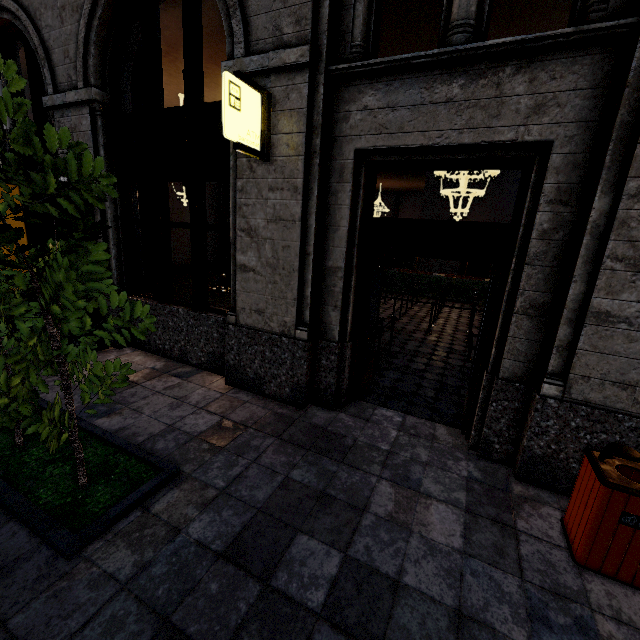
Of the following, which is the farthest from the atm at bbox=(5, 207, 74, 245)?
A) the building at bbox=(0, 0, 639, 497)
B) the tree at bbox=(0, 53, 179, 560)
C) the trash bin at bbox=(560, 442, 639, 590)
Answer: the trash bin at bbox=(560, 442, 639, 590)

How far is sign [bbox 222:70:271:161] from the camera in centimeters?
320cm

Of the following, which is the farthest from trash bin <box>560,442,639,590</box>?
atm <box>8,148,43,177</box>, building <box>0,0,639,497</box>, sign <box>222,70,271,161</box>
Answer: atm <box>8,148,43,177</box>

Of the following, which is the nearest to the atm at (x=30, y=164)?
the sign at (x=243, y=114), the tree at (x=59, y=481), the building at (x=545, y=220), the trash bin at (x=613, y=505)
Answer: the building at (x=545, y=220)

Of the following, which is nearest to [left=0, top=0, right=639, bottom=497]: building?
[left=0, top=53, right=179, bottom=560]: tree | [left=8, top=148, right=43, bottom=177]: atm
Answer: [left=8, top=148, right=43, bottom=177]: atm

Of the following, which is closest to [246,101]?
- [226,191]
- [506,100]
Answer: [506,100]

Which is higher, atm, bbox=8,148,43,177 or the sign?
the sign

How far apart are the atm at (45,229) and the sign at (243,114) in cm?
346
